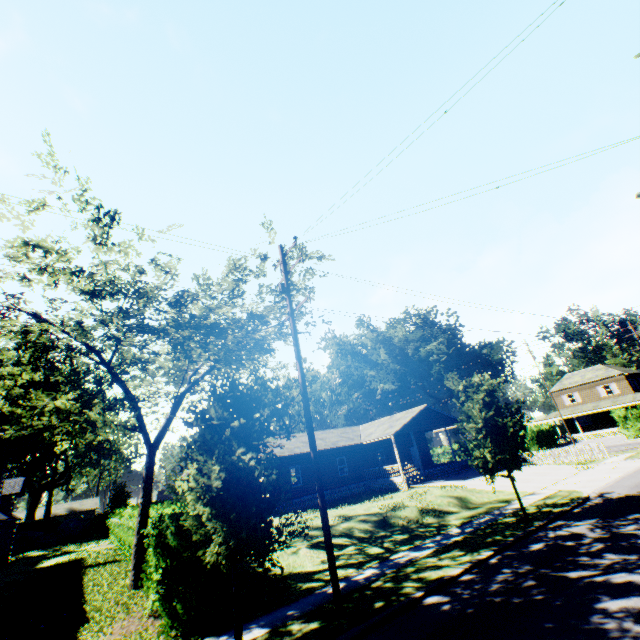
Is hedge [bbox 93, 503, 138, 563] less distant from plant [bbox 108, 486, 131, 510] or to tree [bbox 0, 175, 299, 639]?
tree [bbox 0, 175, 299, 639]

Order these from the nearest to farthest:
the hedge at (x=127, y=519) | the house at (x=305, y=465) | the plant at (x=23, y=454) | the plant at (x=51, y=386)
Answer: the hedge at (x=127, y=519)
the house at (x=305, y=465)
the plant at (x=23, y=454)
the plant at (x=51, y=386)

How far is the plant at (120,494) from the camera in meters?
43.9

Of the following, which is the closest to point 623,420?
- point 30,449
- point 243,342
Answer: point 243,342

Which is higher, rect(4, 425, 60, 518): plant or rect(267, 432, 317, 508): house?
rect(4, 425, 60, 518): plant

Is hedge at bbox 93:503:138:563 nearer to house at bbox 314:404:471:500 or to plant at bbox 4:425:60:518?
house at bbox 314:404:471:500

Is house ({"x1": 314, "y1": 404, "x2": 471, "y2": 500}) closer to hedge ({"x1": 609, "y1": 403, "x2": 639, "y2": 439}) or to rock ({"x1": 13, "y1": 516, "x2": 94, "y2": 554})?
hedge ({"x1": 609, "y1": 403, "x2": 639, "y2": 439})

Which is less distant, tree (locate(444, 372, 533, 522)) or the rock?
tree (locate(444, 372, 533, 522))
